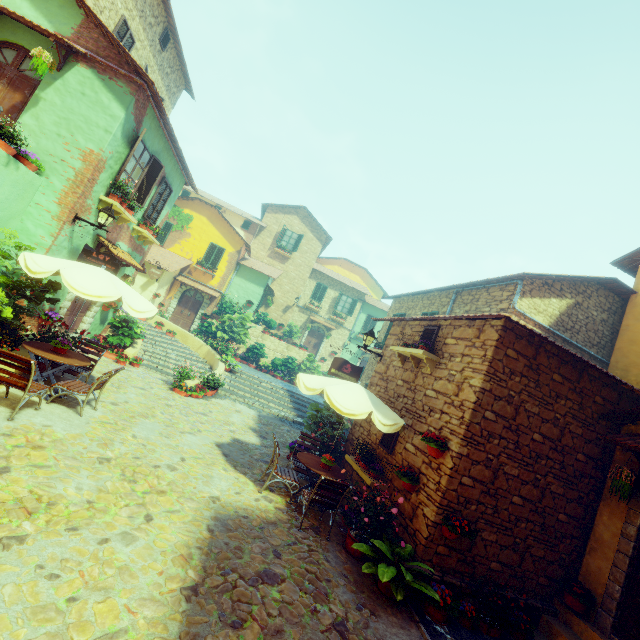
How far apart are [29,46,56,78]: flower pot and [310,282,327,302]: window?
21.62m

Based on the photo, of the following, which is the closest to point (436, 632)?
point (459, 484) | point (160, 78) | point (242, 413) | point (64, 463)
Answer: point (459, 484)

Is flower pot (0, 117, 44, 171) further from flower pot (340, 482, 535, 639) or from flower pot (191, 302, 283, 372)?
flower pot (191, 302, 283, 372)

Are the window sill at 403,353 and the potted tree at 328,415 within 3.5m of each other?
yes

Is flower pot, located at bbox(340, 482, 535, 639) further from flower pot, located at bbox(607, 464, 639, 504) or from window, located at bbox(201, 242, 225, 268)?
window, located at bbox(201, 242, 225, 268)

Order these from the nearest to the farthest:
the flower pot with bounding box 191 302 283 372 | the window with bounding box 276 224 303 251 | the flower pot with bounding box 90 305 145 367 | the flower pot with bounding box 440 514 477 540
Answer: the flower pot with bounding box 440 514 477 540 → the flower pot with bounding box 90 305 145 367 → the flower pot with bounding box 191 302 283 372 → the window with bounding box 276 224 303 251

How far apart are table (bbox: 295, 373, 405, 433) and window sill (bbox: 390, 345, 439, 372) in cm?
121

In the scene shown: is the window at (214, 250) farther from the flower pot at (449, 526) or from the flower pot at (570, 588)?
the flower pot at (570, 588)
